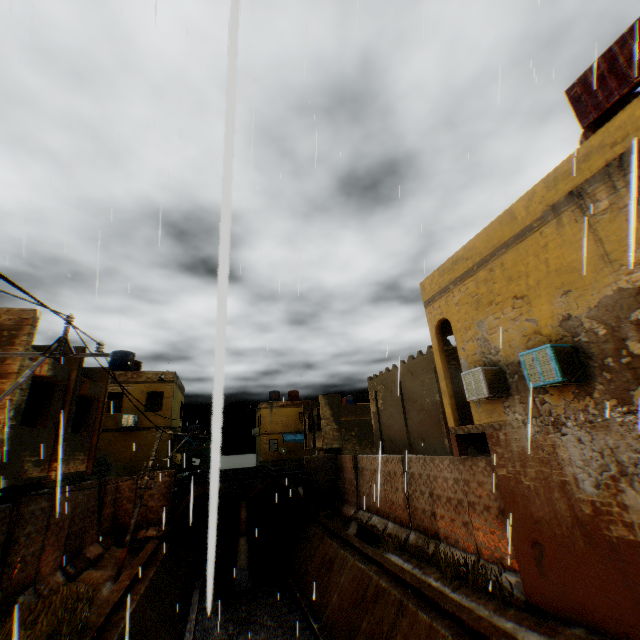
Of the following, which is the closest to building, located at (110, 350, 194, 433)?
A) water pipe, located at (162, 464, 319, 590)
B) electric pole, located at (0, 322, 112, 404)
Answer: electric pole, located at (0, 322, 112, 404)

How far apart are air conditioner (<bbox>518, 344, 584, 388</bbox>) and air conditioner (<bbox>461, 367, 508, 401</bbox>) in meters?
1.2

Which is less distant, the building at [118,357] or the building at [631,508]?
the building at [631,508]

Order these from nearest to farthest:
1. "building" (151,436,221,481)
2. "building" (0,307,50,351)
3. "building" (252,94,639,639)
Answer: "building" (252,94,639,639) < "building" (0,307,50,351) < "building" (151,436,221,481)

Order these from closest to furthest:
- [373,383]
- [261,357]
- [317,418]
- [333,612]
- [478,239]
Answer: [261,357] < [478,239] < [333,612] < [373,383] < [317,418]

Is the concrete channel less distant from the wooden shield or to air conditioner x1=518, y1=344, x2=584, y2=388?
air conditioner x1=518, y1=344, x2=584, y2=388

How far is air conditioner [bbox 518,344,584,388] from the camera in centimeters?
680cm

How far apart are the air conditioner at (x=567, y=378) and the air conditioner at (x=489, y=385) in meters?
1.2 m
